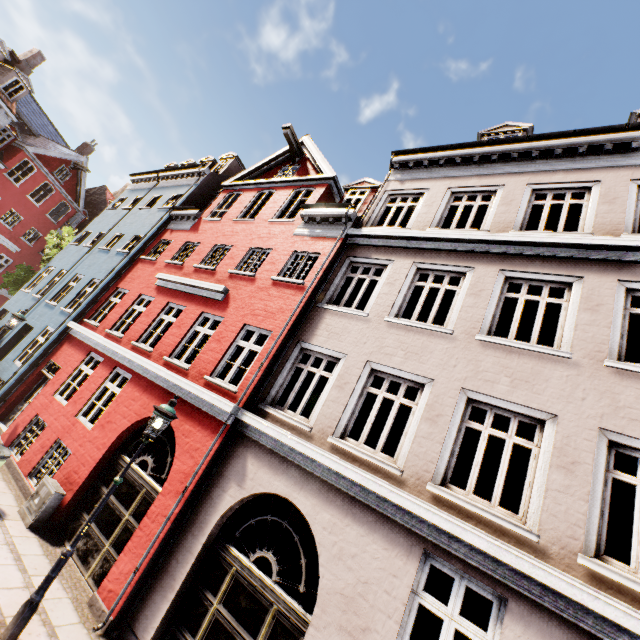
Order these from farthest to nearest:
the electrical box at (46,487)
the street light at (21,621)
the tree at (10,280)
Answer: the tree at (10,280) → the electrical box at (46,487) → the street light at (21,621)

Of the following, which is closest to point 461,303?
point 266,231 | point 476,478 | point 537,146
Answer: point 476,478

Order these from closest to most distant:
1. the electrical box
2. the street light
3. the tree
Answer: the street light < the electrical box < the tree

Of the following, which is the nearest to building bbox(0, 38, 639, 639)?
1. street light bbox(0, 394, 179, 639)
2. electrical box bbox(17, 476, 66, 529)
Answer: electrical box bbox(17, 476, 66, 529)

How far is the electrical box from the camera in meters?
7.4

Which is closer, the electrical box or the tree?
the electrical box

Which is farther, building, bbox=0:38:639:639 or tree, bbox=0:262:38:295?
tree, bbox=0:262:38:295

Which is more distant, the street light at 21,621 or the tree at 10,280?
the tree at 10,280
